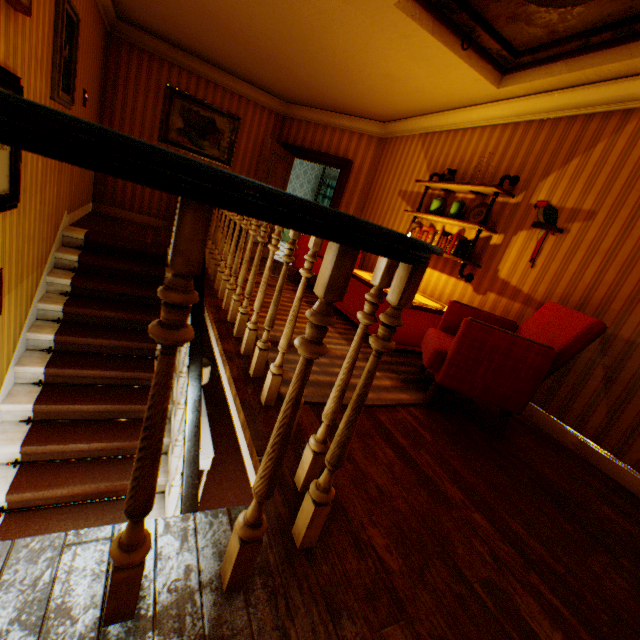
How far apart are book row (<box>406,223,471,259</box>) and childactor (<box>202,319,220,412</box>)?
3.7 meters

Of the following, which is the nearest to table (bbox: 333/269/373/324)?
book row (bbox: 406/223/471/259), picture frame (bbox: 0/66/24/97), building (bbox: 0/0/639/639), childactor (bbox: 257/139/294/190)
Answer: building (bbox: 0/0/639/639)

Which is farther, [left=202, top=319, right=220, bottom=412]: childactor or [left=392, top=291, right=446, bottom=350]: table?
[left=202, top=319, right=220, bottom=412]: childactor

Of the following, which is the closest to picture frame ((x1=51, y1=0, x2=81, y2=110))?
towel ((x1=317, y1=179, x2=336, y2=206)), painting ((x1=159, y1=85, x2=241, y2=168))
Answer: painting ((x1=159, y1=85, x2=241, y2=168))

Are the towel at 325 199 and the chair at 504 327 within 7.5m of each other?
no

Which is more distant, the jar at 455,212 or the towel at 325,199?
the towel at 325,199

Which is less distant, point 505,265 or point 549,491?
point 549,491

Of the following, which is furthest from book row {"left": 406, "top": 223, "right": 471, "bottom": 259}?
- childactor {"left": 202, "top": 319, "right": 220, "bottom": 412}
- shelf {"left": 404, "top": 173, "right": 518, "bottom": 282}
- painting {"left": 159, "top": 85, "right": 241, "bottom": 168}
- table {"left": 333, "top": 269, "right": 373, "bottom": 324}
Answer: painting {"left": 159, "top": 85, "right": 241, "bottom": 168}
